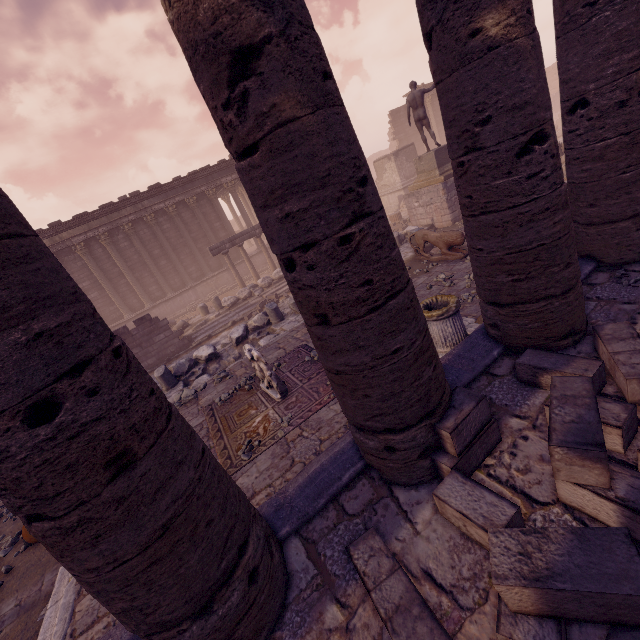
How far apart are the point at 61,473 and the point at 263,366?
4.4m

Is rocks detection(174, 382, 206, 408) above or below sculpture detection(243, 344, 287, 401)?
below

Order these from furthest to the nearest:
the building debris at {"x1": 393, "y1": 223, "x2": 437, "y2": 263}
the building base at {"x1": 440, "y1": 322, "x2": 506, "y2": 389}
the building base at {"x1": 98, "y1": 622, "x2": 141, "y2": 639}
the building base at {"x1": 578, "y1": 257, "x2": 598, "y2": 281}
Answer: the building debris at {"x1": 393, "y1": 223, "x2": 437, "y2": 263}
the building base at {"x1": 578, "y1": 257, "x2": 598, "y2": 281}
the building base at {"x1": 440, "y1": 322, "x2": 506, "y2": 389}
the building base at {"x1": 98, "y1": 622, "x2": 141, "y2": 639}

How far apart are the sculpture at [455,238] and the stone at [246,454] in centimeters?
789cm

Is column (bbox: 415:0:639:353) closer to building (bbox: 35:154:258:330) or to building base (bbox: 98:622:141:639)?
building base (bbox: 98:622:141:639)

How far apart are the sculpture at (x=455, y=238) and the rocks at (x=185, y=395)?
8.0 meters

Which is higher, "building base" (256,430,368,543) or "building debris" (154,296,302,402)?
"building base" (256,430,368,543)

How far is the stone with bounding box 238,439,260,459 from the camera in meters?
5.2 m
